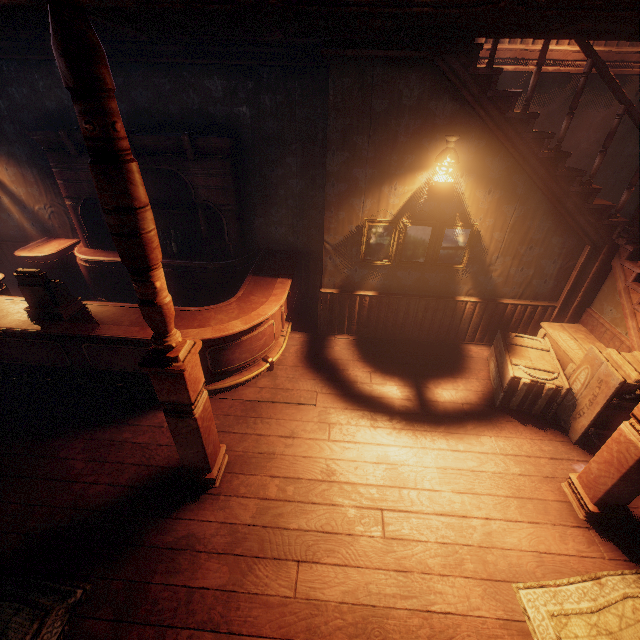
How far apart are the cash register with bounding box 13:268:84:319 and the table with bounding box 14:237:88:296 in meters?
2.0

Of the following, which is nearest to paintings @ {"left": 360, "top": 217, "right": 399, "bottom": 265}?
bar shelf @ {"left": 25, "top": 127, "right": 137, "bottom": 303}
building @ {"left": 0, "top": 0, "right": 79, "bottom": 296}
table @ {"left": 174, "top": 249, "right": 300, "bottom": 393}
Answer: building @ {"left": 0, "top": 0, "right": 79, "bottom": 296}

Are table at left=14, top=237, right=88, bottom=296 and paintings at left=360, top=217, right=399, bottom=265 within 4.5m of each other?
no

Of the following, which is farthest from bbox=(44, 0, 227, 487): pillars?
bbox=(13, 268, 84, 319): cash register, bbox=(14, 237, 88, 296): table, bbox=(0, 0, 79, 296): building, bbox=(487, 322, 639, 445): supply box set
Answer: bbox=(14, 237, 88, 296): table

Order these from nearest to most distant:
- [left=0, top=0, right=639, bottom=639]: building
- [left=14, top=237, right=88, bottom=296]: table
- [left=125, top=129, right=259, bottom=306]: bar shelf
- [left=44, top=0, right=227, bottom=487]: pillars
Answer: [left=44, top=0, right=227, bottom=487]: pillars < [left=0, top=0, right=639, bottom=639]: building < [left=125, top=129, right=259, bottom=306]: bar shelf < [left=14, top=237, right=88, bottom=296]: table

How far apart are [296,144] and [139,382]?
4.3m

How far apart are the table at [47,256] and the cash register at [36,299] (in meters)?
2.02

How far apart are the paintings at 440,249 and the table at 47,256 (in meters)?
5.46
